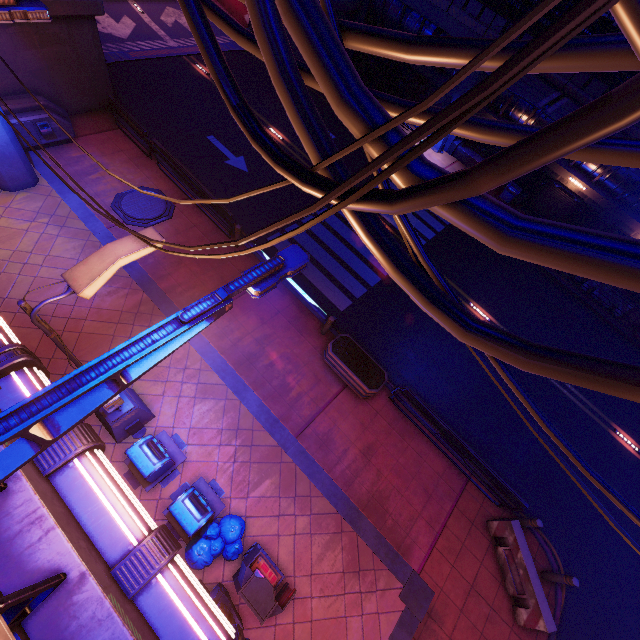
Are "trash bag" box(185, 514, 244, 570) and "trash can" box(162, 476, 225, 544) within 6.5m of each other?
yes

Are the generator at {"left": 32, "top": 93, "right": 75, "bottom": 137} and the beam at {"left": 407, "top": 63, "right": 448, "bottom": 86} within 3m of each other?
no

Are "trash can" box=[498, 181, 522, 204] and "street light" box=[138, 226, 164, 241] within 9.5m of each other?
no

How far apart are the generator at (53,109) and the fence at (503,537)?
20.5m

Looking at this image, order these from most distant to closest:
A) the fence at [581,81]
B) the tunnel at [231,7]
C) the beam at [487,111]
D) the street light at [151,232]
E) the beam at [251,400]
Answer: the tunnel at [231,7]
the beam at [487,111]
the fence at [581,81]
the beam at [251,400]
the street light at [151,232]

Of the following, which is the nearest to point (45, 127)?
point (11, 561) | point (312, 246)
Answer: point (312, 246)

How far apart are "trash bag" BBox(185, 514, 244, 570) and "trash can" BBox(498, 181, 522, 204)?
21.59m

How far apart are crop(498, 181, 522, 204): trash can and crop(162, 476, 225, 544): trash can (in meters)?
21.54
